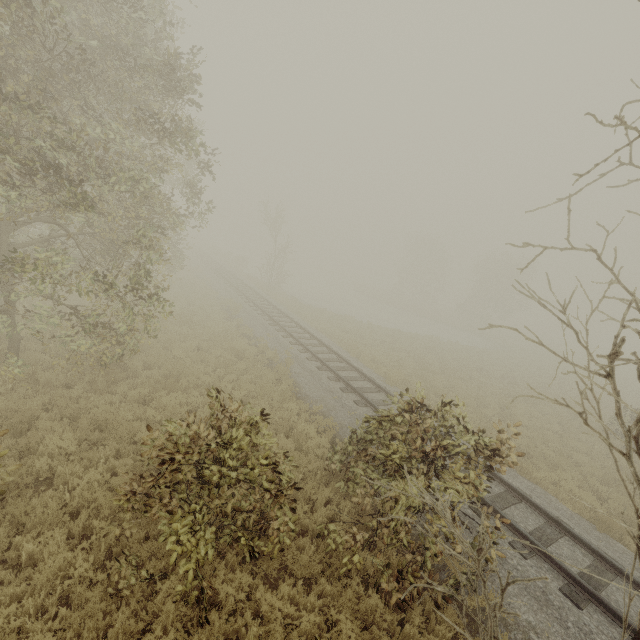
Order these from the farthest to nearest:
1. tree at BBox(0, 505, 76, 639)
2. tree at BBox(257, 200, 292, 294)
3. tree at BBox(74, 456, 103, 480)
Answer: tree at BBox(257, 200, 292, 294) → tree at BBox(74, 456, 103, 480) → tree at BBox(0, 505, 76, 639)

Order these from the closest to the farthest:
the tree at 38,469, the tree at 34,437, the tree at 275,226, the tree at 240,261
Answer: the tree at 38,469 < the tree at 34,437 < the tree at 275,226 < the tree at 240,261

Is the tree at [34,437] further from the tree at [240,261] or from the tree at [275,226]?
the tree at [240,261]

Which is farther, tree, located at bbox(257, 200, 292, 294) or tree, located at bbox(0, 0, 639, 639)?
tree, located at bbox(257, 200, 292, 294)

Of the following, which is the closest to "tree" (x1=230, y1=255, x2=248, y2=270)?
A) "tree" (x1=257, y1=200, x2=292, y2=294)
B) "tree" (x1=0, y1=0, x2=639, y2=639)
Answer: "tree" (x1=257, y1=200, x2=292, y2=294)

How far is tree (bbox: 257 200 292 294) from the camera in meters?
30.1 m

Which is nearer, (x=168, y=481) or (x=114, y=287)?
(x=168, y=481)
